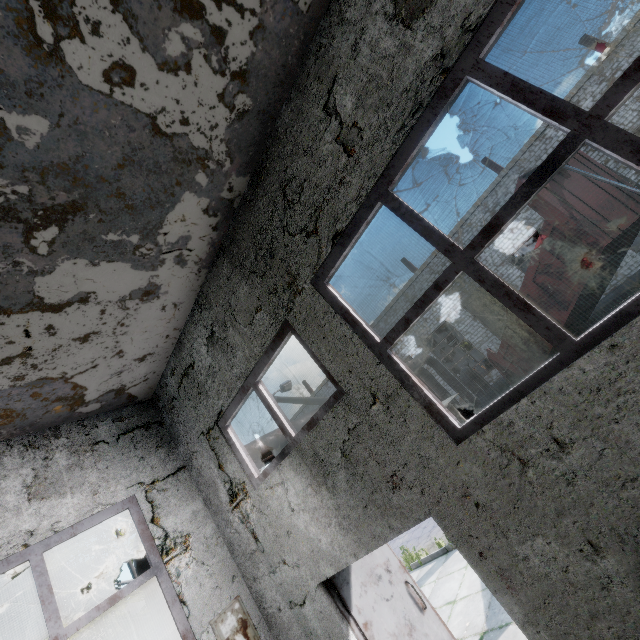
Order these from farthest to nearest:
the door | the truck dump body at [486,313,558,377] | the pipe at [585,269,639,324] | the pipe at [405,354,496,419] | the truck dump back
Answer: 1. the pipe at [405,354,496,419]
2. the pipe at [585,269,639,324]
3. the truck dump back
4. the truck dump body at [486,313,558,377]
5. the door

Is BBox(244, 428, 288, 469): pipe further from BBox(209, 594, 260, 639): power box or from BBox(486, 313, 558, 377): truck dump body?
BBox(486, 313, 558, 377): truck dump body

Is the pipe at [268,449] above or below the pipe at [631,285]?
above

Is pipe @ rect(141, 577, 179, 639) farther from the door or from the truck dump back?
the truck dump back

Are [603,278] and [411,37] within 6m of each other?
no

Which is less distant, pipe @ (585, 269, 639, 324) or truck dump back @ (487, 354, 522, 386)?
truck dump back @ (487, 354, 522, 386)

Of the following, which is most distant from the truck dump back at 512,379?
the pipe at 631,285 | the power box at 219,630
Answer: the power box at 219,630
